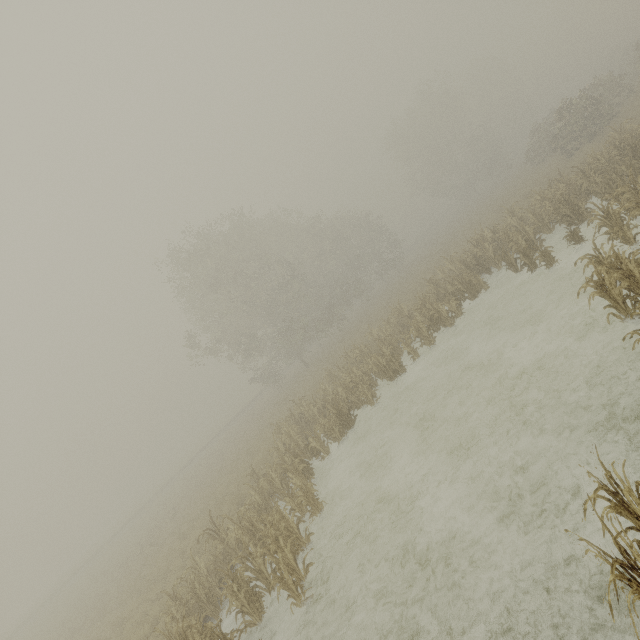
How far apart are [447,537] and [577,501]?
2.6m
